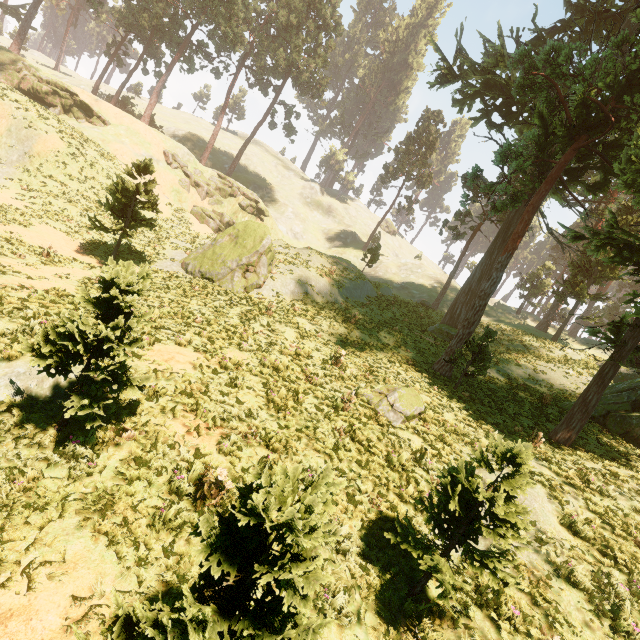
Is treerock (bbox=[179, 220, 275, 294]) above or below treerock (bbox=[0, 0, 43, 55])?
below

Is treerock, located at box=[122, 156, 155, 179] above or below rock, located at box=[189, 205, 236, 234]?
above

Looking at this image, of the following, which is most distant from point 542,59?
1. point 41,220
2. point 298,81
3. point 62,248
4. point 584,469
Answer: point 298,81

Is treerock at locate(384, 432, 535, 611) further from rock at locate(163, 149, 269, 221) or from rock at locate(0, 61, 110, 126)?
rock at locate(163, 149, 269, 221)

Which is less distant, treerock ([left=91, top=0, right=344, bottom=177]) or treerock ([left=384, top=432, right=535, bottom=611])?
treerock ([left=384, top=432, right=535, bottom=611])

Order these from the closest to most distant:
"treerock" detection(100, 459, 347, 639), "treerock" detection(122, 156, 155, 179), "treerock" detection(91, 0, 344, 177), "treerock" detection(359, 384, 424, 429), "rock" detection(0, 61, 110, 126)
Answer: "treerock" detection(100, 459, 347, 639)
"treerock" detection(359, 384, 424, 429)
"treerock" detection(122, 156, 155, 179)
"rock" detection(0, 61, 110, 126)
"treerock" detection(91, 0, 344, 177)

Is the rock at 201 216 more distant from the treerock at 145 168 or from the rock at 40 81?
the treerock at 145 168
